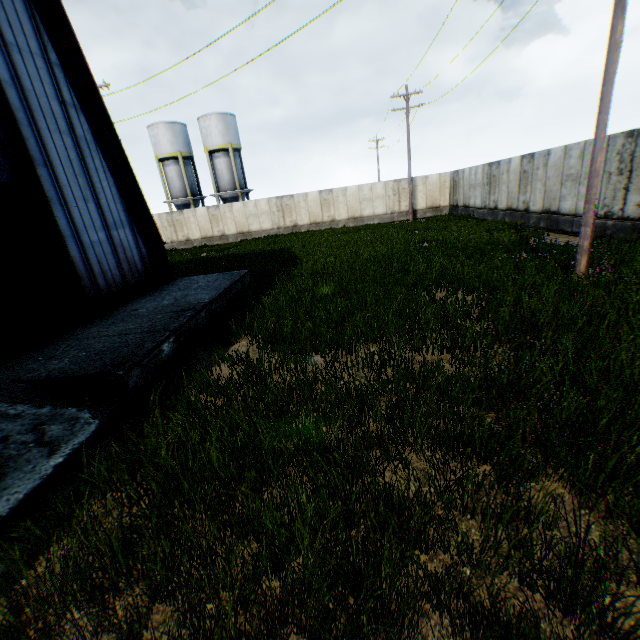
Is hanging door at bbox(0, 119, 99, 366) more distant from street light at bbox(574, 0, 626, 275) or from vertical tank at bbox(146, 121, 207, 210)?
vertical tank at bbox(146, 121, 207, 210)

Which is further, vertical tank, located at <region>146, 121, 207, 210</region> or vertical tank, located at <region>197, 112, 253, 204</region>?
vertical tank, located at <region>146, 121, 207, 210</region>

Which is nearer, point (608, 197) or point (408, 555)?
point (408, 555)

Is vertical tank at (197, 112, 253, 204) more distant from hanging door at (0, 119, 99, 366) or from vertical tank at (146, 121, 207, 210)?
hanging door at (0, 119, 99, 366)

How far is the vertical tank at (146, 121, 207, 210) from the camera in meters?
34.2

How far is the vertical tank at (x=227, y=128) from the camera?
33.6m

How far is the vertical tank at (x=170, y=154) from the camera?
34.2 meters

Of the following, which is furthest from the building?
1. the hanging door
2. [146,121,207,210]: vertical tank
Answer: [146,121,207,210]: vertical tank
